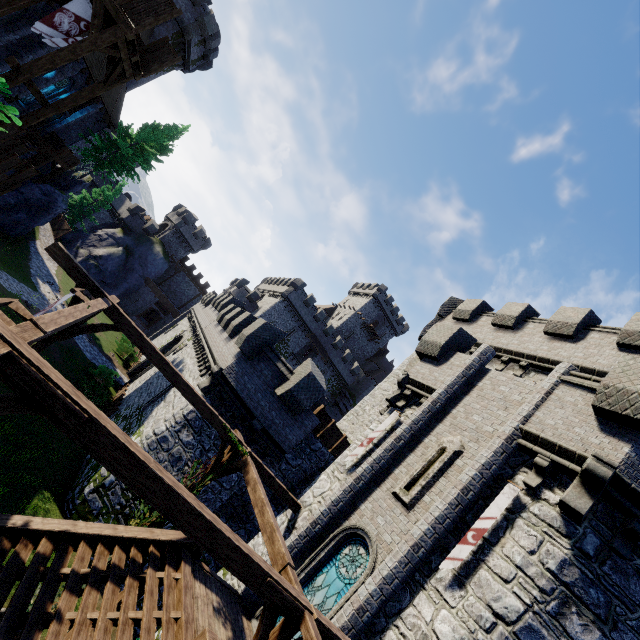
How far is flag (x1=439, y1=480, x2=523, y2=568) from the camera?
7.7 meters

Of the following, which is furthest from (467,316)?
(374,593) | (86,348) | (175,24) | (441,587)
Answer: (175,24)

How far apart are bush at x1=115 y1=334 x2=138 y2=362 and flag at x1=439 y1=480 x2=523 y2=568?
33.2 meters

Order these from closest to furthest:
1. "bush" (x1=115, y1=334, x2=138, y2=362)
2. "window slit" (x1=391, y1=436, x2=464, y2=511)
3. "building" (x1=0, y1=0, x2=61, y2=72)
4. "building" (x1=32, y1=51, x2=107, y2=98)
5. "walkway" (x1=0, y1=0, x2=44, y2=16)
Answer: "window slit" (x1=391, y1=436, x2=464, y2=511)
"walkway" (x1=0, y1=0, x2=44, y2=16)
"building" (x1=0, y1=0, x2=61, y2=72)
"building" (x1=32, y1=51, x2=107, y2=98)
"bush" (x1=115, y1=334, x2=138, y2=362)

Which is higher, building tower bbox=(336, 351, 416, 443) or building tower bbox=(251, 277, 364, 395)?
building tower bbox=(251, 277, 364, 395)

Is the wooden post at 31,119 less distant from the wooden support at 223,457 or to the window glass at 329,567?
the wooden support at 223,457

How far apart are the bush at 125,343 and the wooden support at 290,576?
31.7 meters

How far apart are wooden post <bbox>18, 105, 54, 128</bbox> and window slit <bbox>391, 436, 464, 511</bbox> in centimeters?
2101cm
